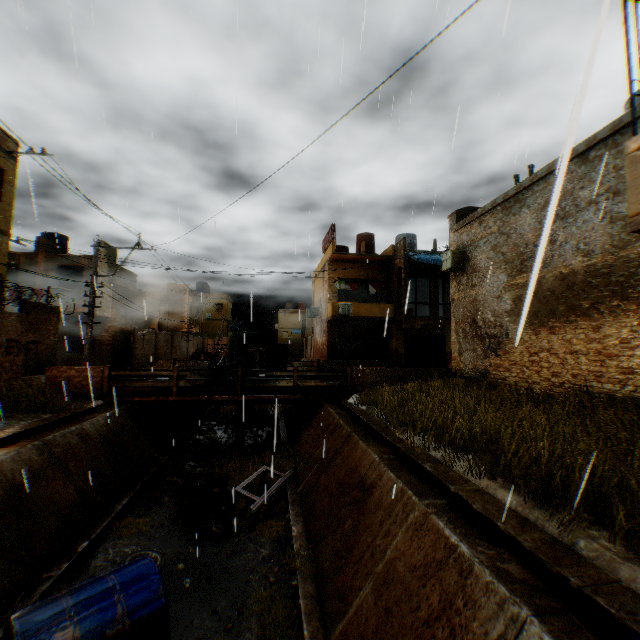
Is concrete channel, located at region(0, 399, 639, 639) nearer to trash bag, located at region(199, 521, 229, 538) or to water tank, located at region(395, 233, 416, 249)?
trash bag, located at region(199, 521, 229, 538)

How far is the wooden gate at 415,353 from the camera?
24.0m

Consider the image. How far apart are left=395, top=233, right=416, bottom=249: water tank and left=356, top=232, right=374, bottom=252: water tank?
1.9 meters

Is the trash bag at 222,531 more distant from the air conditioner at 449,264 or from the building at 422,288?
the air conditioner at 449,264

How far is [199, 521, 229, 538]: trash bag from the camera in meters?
8.1

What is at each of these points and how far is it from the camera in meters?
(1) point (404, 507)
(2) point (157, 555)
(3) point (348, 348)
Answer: (1) concrete channel, 5.3
(2) wheel, 7.3
(3) rolling overhead door, 25.0

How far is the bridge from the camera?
12.91m

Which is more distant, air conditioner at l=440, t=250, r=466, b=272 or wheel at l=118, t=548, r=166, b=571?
air conditioner at l=440, t=250, r=466, b=272
